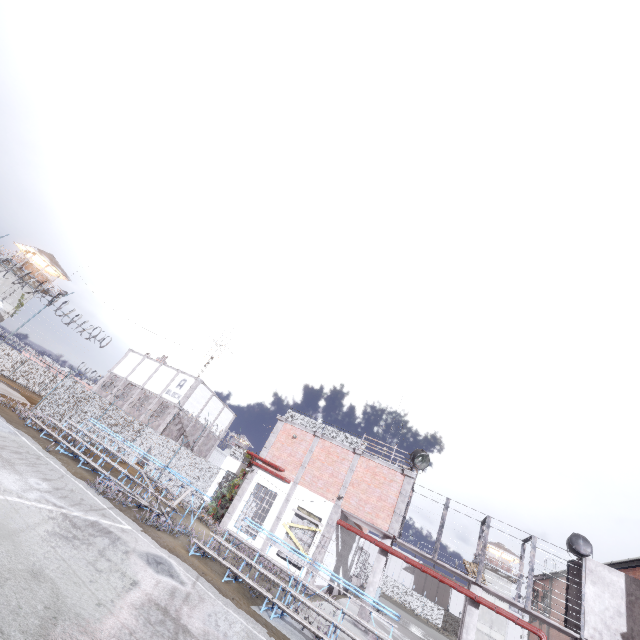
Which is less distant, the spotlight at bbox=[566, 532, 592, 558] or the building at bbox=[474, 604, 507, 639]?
the spotlight at bbox=[566, 532, 592, 558]

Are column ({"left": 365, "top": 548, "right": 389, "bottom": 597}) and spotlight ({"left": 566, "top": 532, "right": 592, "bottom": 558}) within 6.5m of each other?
no

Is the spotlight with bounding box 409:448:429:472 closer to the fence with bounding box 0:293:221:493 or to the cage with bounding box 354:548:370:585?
the cage with bounding box 354:548:370:585

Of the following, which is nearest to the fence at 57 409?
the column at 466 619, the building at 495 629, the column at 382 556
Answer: the building at 495 629

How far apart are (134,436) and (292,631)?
21.1 meters

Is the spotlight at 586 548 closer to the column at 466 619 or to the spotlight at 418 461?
the column at 466 619

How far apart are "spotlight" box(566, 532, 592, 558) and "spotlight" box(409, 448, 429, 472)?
7.6 meters

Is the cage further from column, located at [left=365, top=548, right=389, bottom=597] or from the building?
A: the building
